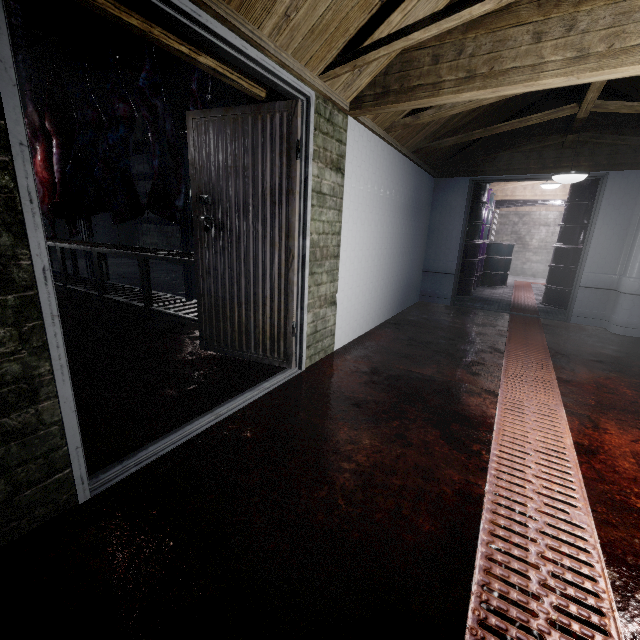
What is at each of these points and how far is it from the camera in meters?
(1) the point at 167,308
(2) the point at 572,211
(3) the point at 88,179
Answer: (1) table, 3.6
(2) barrel, 5.2
(3) meat, 3.9

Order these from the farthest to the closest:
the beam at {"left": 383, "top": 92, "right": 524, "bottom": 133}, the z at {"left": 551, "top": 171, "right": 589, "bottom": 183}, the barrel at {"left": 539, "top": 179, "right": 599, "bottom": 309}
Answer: the barrel at {"left": 539, "top": 179, "right": 599, "bottom": 309} < the z at {"left": 551, "top": 171, "right": 589, "bottom": 183} < the beam at {"left": 383, "top": 92, "right": 524, "bottom": 133}

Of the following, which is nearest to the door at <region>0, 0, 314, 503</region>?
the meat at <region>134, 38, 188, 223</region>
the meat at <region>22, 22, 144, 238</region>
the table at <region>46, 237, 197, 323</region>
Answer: the table at <region>46, 237, 197, 323</region>

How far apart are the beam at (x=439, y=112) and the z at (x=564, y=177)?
0.48m

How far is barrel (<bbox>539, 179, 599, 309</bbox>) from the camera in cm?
502

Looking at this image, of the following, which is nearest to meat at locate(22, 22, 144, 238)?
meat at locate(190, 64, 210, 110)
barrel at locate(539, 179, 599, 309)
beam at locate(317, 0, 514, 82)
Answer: meat at locate(190, 64, 210, 110)

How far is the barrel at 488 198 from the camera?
5.8 meters

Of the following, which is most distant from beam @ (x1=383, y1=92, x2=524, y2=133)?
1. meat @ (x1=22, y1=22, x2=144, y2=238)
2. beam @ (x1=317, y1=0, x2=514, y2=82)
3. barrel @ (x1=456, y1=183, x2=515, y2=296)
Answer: meat @ (x1=22, y1=22, x2=144, y2=238)
